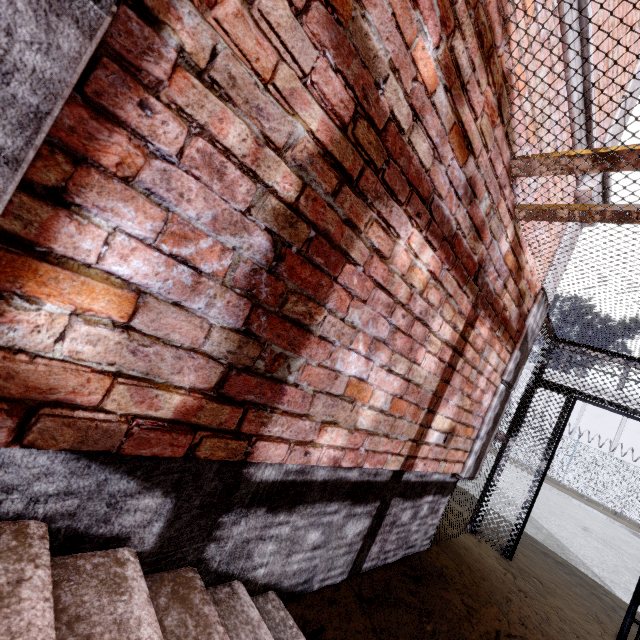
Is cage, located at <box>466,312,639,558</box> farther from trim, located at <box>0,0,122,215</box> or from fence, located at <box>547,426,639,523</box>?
fence, located at <box>547,426,639,523</box>

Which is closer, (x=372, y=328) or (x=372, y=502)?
(x=372, y=328)

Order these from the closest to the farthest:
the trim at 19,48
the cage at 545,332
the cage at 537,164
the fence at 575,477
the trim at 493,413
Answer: the trim at 19,48
the cage at 537,164
the trim at 493,413
the cage at 545,332
the fence at 575,477

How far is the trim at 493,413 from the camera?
3.0 meters

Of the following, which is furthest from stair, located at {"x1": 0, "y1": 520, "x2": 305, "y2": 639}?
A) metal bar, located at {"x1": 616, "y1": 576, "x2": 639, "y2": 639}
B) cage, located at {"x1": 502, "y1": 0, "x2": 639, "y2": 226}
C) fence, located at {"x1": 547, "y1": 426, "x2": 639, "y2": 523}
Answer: fence, located at {"x1": 547, "y1": 426, "x2": 639, "y2": 523}

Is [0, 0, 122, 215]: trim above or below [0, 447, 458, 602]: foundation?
above
